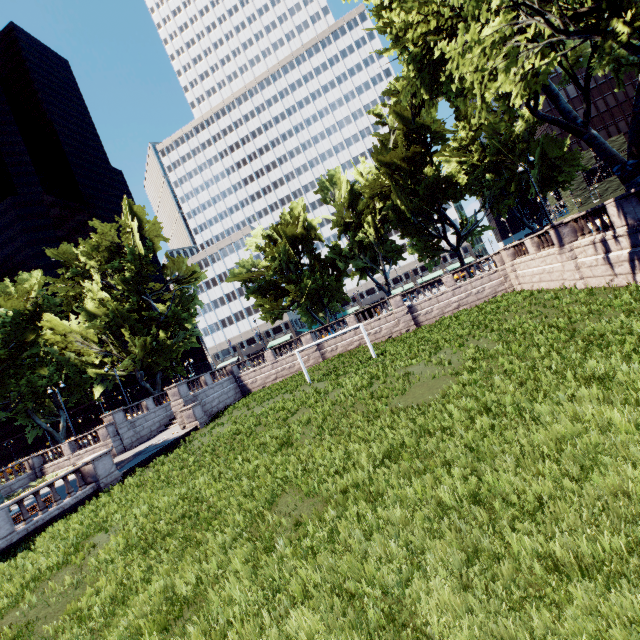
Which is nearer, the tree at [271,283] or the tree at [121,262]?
the tree at [271,283]

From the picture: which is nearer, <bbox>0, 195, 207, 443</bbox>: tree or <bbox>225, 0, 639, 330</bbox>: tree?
<bbox>225, 0, 639, 330</bbox>: tree

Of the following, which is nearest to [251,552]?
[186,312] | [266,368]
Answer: [266,368]
